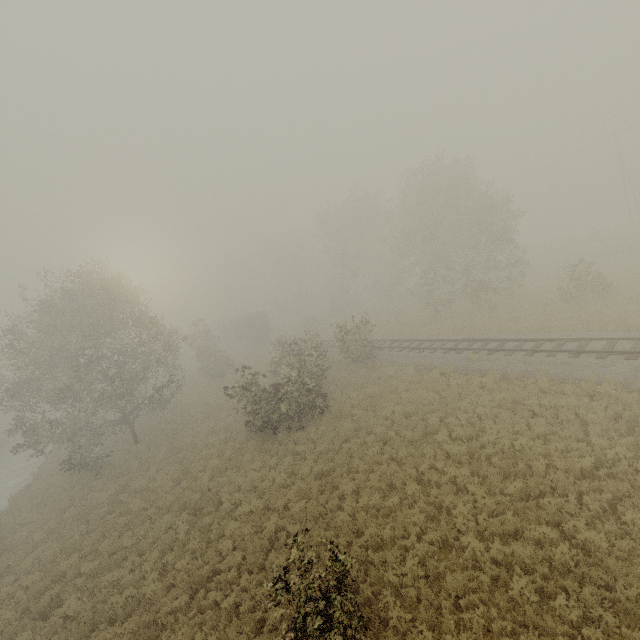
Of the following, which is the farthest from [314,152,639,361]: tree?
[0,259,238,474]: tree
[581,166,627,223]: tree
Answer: [581,166,627,223]: tree

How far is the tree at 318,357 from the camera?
18.8 meters

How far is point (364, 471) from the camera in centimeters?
1370cm

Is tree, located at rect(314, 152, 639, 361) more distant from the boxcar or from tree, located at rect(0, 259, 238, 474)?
the boxcar

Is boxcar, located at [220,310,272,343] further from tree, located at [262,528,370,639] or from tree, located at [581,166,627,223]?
tree, located at [581,166,627,223]

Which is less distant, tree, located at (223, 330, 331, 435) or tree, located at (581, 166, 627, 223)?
tree, located at (223, 330, 331, 435)

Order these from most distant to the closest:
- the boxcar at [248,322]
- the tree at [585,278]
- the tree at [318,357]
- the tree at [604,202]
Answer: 1. the tree at [604,202]
2. the boxcar at [248,322]
3. the tree at [585,278]
4. the tree at [318,357]

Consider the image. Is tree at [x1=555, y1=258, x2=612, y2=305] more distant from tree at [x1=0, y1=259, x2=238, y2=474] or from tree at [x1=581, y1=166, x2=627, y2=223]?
tree at [x1=581, y1=166, x2=627, y2=223]
